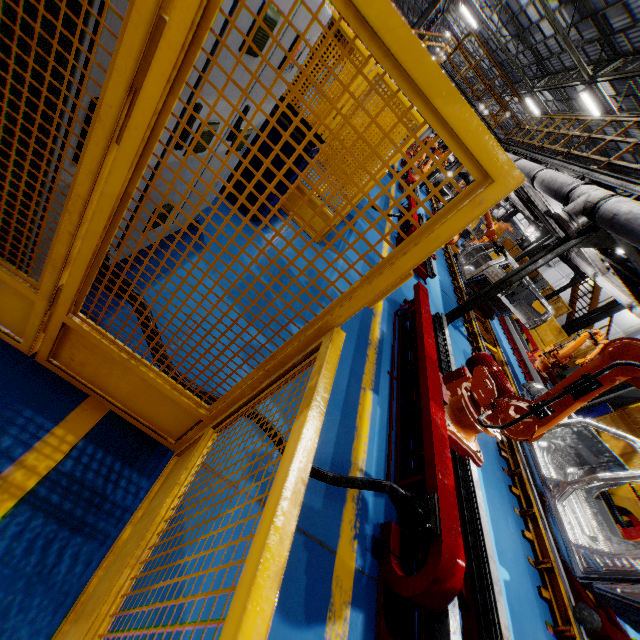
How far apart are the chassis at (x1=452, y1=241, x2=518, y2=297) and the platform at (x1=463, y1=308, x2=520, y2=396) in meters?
0.0 m

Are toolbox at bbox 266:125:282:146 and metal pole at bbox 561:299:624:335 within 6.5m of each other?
no

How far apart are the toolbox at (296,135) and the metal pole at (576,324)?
15.91m

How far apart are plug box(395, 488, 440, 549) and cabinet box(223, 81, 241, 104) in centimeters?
272cm

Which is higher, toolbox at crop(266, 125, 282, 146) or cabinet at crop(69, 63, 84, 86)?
cabinet at crop(69, 63, 84, 86)

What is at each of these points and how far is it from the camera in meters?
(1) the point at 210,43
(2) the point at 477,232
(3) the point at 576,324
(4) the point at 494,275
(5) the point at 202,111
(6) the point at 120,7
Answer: (1) cabinet, 1.5 m
(2) chassis, 16.3 m
(3) metal pole, 15.0 m
(4) chassis, 9.2 m
(5) cabinet, 1.9 m
(6) cabinet, 1.0 m

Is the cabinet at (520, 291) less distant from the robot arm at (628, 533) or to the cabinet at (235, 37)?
the robot arm at (628, 533)

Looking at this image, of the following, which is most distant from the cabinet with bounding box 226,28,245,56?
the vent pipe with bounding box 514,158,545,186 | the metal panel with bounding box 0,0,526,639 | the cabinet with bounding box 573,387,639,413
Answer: the cabinet with bounding box 573,387,639,413
